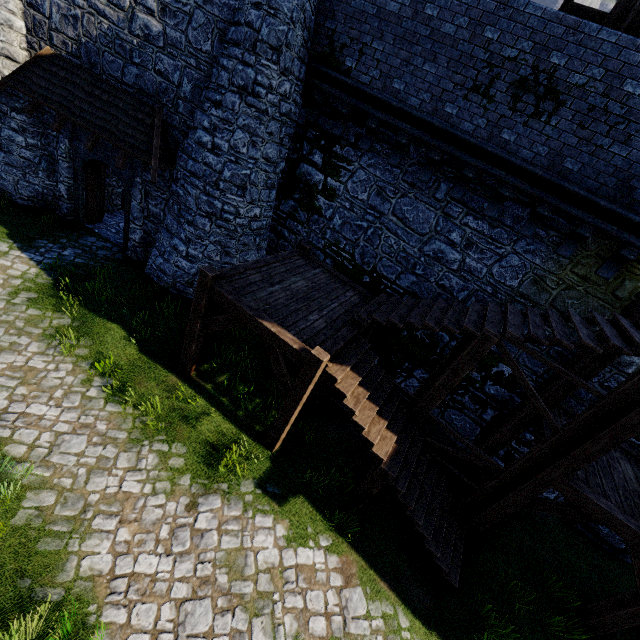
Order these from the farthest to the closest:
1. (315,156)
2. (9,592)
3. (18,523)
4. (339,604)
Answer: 1. (315,156)
2. (339,604)
3. (18,523)
4. (9,592)

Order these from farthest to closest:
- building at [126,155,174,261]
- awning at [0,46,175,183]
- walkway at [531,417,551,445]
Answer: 1. building at [126,155,174,261]
2. awning at [0,46,175,183]
3. walkway at [531,417,551,445]

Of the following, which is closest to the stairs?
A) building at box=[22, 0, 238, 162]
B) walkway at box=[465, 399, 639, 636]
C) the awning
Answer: walkway at box=[465, 399, 639, 636]

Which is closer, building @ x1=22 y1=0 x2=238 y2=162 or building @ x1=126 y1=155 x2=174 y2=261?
building @ x1=22 y1=0 x2=238 y2=162

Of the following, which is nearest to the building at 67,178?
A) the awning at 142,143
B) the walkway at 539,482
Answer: the awning at 142,143

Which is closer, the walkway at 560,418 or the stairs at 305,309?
the stairs at 305,309
